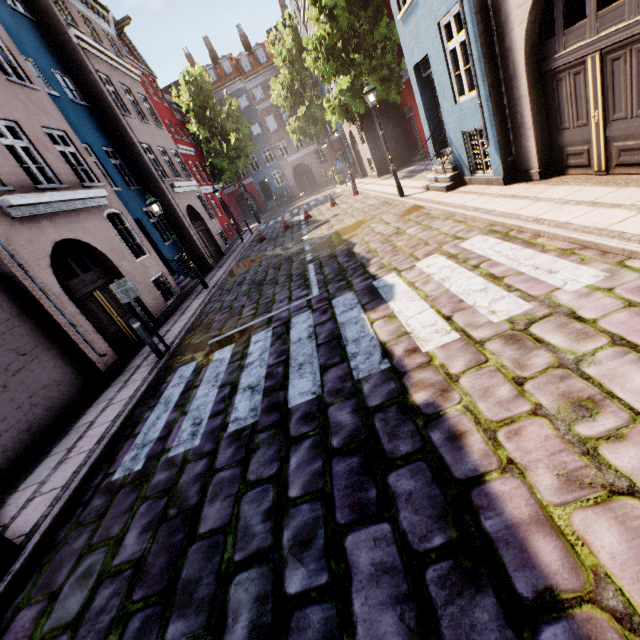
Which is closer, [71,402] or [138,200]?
[71,402]

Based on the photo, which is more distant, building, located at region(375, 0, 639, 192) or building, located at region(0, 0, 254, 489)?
building, located at region(0, 0, 254, 489)

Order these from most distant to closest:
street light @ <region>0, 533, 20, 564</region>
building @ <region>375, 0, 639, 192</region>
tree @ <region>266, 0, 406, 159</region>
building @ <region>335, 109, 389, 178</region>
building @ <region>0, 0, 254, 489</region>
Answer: building @ <region>335, 109, 389, 178</region>
tree @ <region>266, 0, 406, 159</region>
building @ <region>0, 0, 254, 489</region>
building @ <region>375, 0, 639, 192</region>
street light @ <region>0, 533, 20, 564</region>

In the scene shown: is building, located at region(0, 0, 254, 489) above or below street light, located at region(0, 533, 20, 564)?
above

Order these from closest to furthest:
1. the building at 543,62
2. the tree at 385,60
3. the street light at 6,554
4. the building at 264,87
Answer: the street light at 6,554 → the building at 543,62 → the tree at 385,60 → the building at 264,87

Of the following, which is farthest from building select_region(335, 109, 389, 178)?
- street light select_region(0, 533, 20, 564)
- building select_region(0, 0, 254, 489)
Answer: building select_region(0, 0, 254, 489)

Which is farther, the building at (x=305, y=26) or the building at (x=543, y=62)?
the building at (x=305, y=26)
